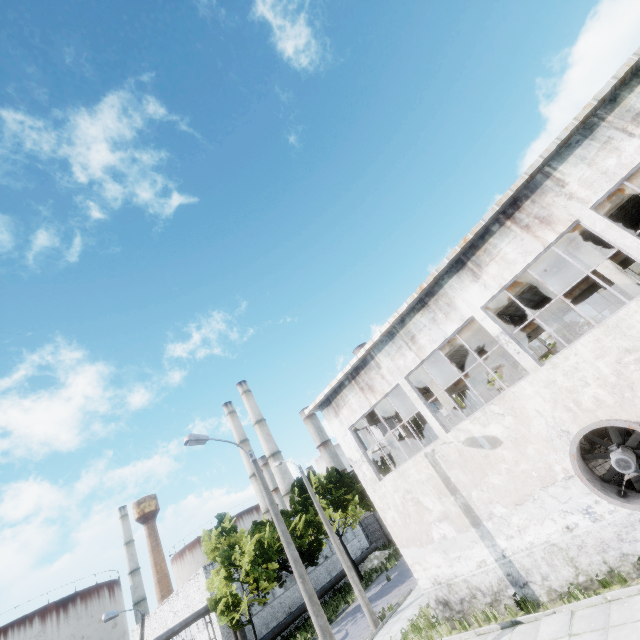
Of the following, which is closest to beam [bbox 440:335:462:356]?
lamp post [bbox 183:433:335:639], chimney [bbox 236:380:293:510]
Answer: lamp post [bbox 183:433:335:639]

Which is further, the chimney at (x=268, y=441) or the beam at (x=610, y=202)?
the chimney at (x=268, y=441)

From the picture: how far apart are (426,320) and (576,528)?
7.7m

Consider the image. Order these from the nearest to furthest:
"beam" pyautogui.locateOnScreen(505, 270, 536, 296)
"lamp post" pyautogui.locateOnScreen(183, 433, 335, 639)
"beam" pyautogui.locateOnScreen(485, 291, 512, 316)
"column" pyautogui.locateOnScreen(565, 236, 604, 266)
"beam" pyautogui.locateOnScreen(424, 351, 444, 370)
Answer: "lamp post" pyautogui.locateOnScreen(183, 433, 335, 639) < "column" pyautogui.locateOnScreen(565, 236, 604, 266) < "beam" pyautogui.locateOnScreen(505, 270, 536, 296) < "beam" pyautogui.locateOnScreen(485, 291, 512, 316) < "beam" pyautogui.locateOnScreen(424, 351, 444, 370)

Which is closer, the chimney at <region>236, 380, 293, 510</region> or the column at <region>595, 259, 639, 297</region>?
the column at <region>595, 259, 639, 297</region>

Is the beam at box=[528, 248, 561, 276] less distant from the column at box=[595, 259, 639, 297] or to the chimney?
the column at box=[595, 259, 639, 297]

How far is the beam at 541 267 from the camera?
12.2m

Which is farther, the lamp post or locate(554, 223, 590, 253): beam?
locate(554, 223, 590, 253): beam
